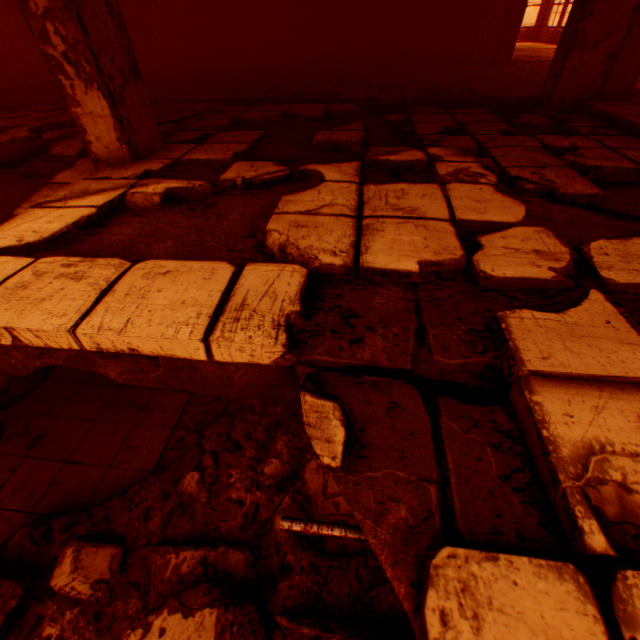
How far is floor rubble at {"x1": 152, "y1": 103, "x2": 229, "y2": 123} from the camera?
4.2m

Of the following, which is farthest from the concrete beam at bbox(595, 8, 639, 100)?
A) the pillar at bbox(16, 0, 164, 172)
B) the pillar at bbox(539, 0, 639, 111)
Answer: the pillar at bbox(16, 0, 164, 172)

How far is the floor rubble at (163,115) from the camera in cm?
424

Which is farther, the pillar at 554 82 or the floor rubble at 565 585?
the pillar at 554 82

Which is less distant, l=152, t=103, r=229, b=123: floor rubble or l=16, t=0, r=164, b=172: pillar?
l=16, t=0, r=164, b=172: pillar

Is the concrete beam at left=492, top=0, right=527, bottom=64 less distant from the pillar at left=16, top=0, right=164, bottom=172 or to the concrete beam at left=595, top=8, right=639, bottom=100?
the concrete beam at left=595, top=8, right=639, bottom=100

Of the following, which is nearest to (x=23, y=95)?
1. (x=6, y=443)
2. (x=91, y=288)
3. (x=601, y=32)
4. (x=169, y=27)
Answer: (x=169, y=27)

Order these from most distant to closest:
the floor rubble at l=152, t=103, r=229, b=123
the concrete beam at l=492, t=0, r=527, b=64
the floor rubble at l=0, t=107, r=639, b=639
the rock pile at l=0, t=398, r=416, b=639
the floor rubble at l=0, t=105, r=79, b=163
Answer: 1. the concrete beam at l=492, t=0, r=527, b=64
2. the floor rubble at l=152, t=103, r=229, b=123
3. the floor rubble at l=0, t=105, r=79, b=163
4. the rock pile at l=0, t=398, r=416, b=639
5. the floor rubble at l=0, t=107, r=639, b=639
